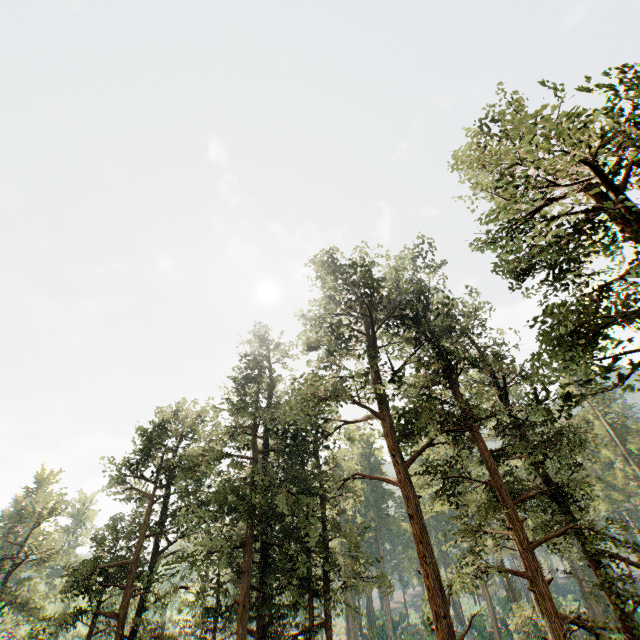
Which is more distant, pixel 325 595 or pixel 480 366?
pixel 480 366
